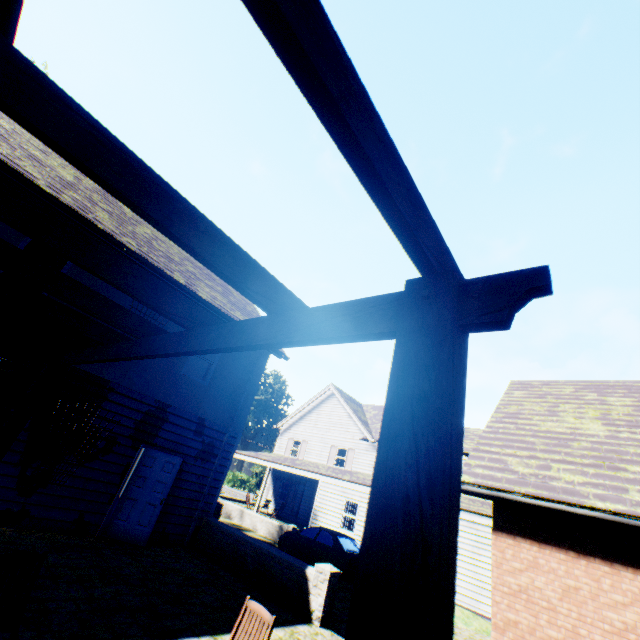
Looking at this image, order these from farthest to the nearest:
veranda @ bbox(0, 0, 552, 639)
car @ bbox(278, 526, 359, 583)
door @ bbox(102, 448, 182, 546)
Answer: car @ bbox(278, 526, 359, 583), door @ bbox(102, 448, 182, 546), veranda @ bbox(0, 0, 552, 639)

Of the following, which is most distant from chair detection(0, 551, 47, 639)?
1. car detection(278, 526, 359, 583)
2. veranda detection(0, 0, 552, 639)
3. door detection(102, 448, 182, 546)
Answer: car detection(278, 526, 359, 583)

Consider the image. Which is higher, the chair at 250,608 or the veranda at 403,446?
the veranda at 403,446

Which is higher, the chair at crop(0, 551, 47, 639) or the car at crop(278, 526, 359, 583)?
the chair at crop(0, 551, 47, 639)

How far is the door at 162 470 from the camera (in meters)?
8.35

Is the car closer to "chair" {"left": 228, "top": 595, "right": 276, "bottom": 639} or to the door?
the door

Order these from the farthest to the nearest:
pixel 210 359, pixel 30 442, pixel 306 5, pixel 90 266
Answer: pixel 210 359, pixel 30 442, pixel 90 266, pixel 306 5
